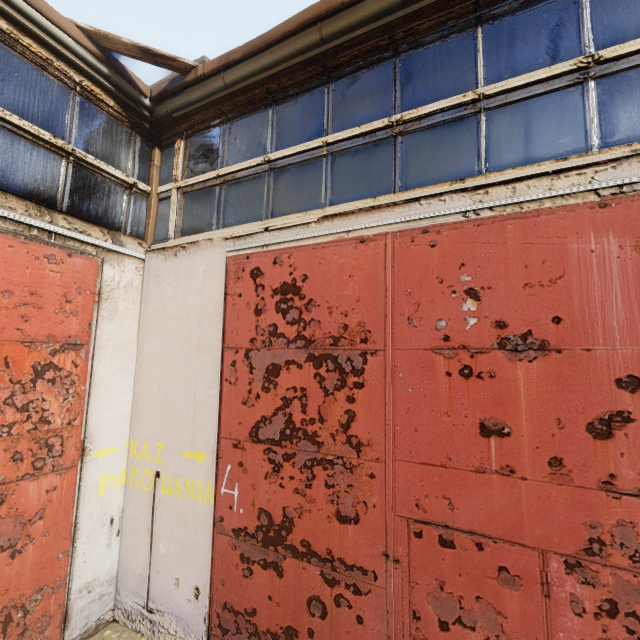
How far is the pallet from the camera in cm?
361

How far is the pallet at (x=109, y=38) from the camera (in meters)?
3.61

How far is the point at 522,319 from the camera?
2.29m
